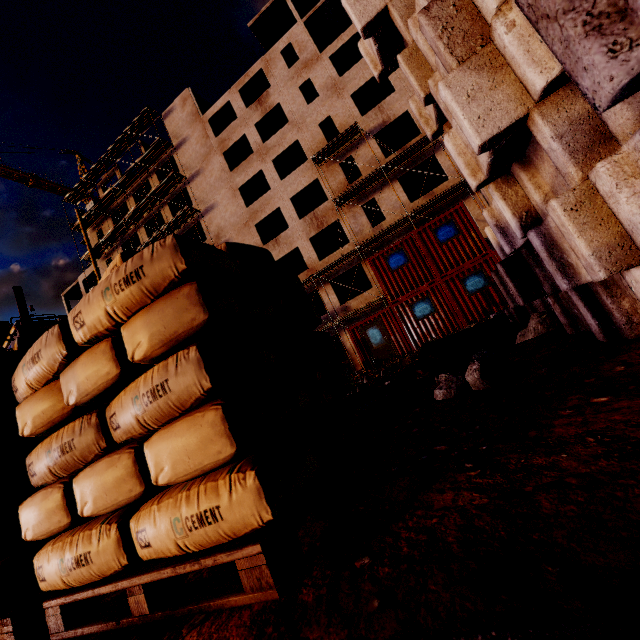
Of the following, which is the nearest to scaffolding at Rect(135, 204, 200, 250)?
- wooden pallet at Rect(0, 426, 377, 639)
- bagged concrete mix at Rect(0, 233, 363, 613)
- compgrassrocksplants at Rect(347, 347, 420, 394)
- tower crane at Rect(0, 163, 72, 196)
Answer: compgrassrocksplants at Rect(347, 347, 420, 394)

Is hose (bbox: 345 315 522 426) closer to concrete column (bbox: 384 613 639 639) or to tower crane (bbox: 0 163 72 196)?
concrete column (bbox: 384 613 639 639)

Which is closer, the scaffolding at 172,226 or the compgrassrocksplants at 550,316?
the compgrassrocksplants at 550,316

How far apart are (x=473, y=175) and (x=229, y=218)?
30.40m

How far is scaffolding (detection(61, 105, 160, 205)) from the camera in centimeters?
3266cm

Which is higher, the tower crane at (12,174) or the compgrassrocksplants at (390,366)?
the tower crane at (12,174)

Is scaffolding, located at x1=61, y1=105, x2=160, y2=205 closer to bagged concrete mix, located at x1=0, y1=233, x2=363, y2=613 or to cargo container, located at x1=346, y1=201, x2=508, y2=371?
cargo container, located at x1=346, y1=201, x2=508, y2=371

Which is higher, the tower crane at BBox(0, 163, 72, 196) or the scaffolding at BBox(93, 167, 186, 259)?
A: the tower crane at BBox(0, 163, 72, 196)
